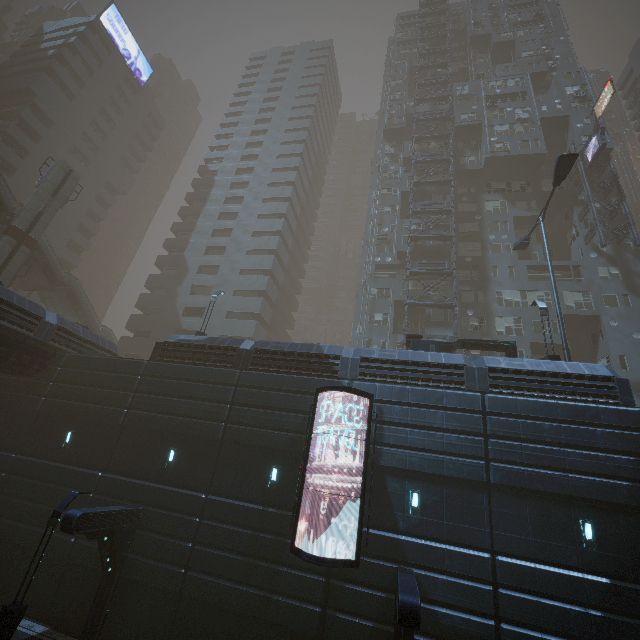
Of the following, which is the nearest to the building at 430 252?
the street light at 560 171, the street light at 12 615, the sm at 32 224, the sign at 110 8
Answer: the street light at 12 615

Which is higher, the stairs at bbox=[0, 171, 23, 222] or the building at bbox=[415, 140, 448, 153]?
the building at bbox=[415, 140, 448, 153]

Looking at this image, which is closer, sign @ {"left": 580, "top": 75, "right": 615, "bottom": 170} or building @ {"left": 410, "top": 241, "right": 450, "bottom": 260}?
sign @ {"left": 580, "top": 75, "right": 615, "bottom": 170}

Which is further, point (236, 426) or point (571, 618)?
point (236, 426)

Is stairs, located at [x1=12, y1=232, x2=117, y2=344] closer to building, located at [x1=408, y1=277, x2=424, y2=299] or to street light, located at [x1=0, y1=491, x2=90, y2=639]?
building, located at [x1=408, y1=277, x2=424, y2=299]

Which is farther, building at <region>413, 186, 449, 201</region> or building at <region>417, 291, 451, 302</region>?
building at <region>413, 186, 449, 201</region>

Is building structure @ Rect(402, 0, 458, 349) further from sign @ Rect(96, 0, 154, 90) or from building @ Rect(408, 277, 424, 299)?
sign @ Rect(96, 0, 154, 90)

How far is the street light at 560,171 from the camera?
17.69m
